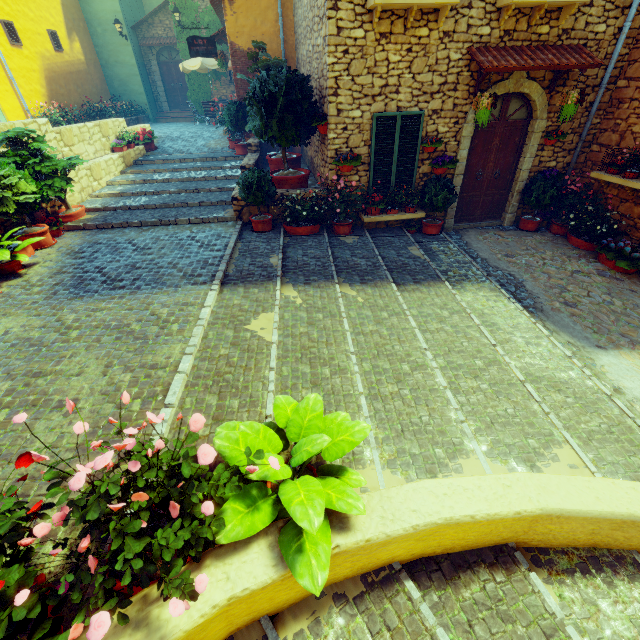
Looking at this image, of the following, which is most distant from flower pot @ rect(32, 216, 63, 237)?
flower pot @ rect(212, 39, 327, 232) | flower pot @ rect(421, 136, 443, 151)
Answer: flower pot @ rect(421, 136, 443, 151)

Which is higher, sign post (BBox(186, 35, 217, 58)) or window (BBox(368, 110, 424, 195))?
sign post (BBox(186, 35, 217, 58))

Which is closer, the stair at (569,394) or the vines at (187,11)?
the stair at (569,394)

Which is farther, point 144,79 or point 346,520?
point 144,79

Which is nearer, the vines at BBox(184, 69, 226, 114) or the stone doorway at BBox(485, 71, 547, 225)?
the stone doorway at BBox(485, 71, 547, 225)

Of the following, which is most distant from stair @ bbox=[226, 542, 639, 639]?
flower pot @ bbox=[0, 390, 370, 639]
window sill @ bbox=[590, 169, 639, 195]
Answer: window sill @ bbox=[590, 169, 639, 195]

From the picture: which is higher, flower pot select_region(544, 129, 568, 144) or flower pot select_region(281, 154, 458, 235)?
flower pot select_region(544, 129, 568, 144)

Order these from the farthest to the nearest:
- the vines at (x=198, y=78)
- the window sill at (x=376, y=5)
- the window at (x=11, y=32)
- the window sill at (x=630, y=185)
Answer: the vines at (x=198, y=78) → the window at (x=11, y=32) → the window sill at (x=630, y=185) → the window sill at (x=376, y=5)
